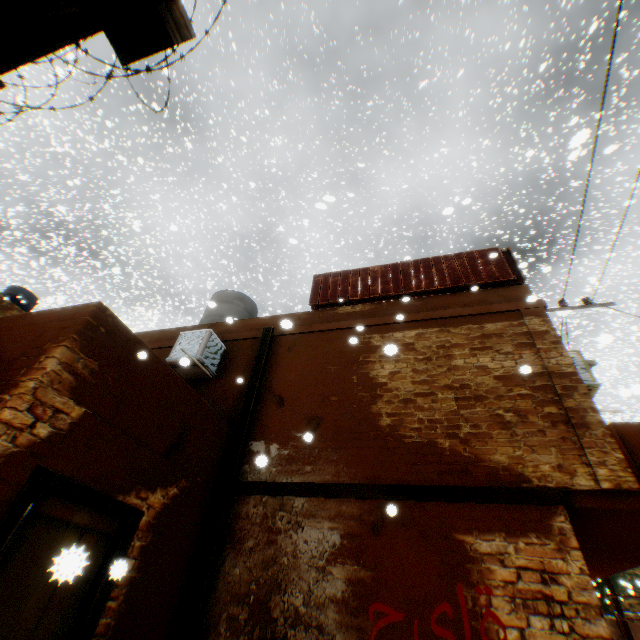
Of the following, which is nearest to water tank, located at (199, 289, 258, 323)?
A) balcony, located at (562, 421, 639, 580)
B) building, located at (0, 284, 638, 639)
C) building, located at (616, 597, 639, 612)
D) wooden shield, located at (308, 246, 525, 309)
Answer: building, located at (0, 284, 638, 639)

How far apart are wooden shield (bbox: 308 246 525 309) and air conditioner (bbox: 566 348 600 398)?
0.6m

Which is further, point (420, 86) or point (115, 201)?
point (115, 201)

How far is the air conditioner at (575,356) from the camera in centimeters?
550cm

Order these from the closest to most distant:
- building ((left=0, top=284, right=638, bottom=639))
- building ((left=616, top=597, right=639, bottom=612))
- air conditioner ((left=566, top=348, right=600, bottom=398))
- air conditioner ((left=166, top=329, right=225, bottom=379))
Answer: building ((left=0, top=284, right=638, bottom=639))
air conditioner ((left=566, top=348, right=600, bottom=398))
air conditioner ((left=166, top=329, right=225, bottom=379))
building ((left=616, top=597, right=639, bottom=612))

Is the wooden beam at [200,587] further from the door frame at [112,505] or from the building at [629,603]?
the building at [629,603]

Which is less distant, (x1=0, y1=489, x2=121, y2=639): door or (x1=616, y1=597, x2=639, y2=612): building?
(x1=0, y1=489, x2=121, y2=639): door

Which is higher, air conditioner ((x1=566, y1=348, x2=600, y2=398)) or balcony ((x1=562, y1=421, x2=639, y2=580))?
air conditioner ((x1=566, y1=348, x2=600, y2=398))
